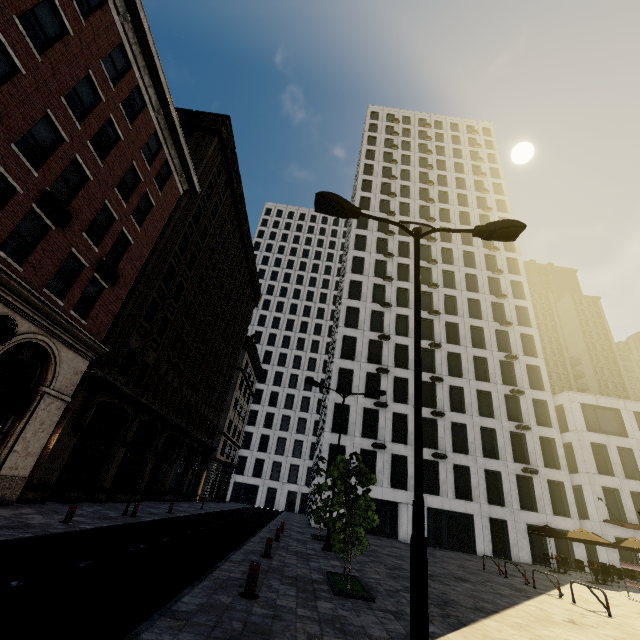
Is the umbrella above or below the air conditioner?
below

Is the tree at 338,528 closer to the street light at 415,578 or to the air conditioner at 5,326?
the street light at 415,578

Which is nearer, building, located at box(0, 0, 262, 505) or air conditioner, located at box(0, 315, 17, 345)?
air conditioner, located at box(0, 315, 17, 345)

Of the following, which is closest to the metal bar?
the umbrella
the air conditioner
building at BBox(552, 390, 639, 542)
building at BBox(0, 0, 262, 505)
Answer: building at BBox(0, 0, 262, 505)

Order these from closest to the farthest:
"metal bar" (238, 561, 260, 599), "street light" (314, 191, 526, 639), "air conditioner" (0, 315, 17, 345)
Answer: "street light" (314, 191, 526, 639)
"metal bar" (238, 561, 260, 599)
"air conditioner" (0, 315, 17, 345)

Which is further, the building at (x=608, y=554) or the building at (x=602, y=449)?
the building at (x=602, y=449)

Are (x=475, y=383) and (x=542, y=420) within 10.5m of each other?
yes

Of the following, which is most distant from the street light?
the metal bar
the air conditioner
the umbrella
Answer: the umbrella
